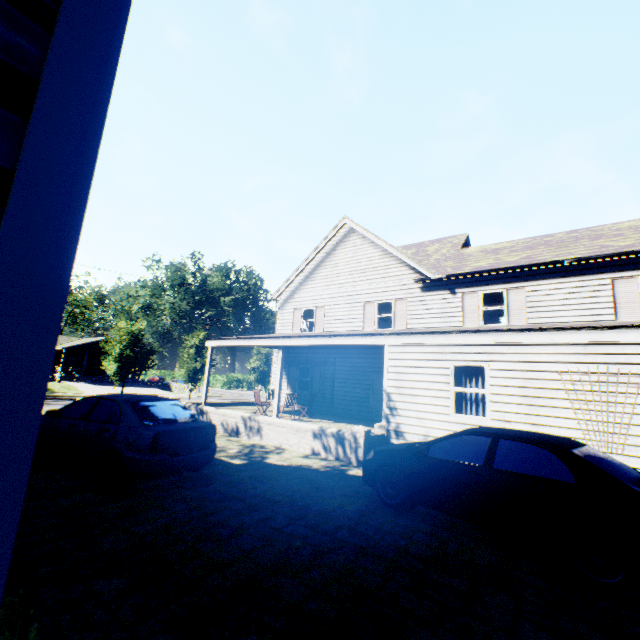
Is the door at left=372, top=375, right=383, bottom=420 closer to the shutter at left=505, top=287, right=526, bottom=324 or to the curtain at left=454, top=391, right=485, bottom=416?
the shutter at left=505, top=287, right=526, bottom=324

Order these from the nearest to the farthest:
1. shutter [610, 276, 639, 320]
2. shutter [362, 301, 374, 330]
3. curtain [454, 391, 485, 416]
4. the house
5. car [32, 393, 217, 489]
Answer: car [32, 393, 217, 489]
curtain [454, 391, 485, 416]
shutter [610, 276, 639, 320]
shutter [362, 301, 374, 330]
the house

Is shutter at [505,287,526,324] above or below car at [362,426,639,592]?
above

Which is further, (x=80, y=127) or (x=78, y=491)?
(x=78, y=491)

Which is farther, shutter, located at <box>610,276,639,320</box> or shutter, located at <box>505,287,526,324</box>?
shutter, located at <box>505,287,526,324</box>

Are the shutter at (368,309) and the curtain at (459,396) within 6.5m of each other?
no

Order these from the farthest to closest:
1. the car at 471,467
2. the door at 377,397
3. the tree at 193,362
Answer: the tree at 193,362
the door at 377,397
the car at 471,467

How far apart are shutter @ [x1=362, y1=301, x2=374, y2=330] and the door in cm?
234
